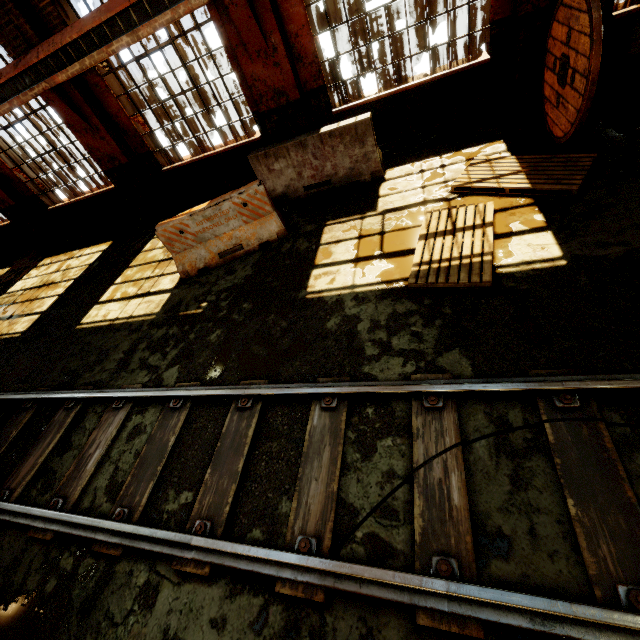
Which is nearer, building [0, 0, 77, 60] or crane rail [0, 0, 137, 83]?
crane rail [0, 0, 137, 83]

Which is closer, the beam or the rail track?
the rail track

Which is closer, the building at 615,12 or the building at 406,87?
the building at 615,12

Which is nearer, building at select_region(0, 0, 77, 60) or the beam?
the beam

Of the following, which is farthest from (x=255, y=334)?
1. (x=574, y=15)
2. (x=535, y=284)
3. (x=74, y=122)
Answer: (x=74, y=122)

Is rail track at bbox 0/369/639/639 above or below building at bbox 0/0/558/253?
below

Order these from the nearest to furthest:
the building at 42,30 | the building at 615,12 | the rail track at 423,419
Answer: the rail track at 423,419 < the building at 615,12 < the building at 42,30

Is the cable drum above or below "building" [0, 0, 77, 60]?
below
